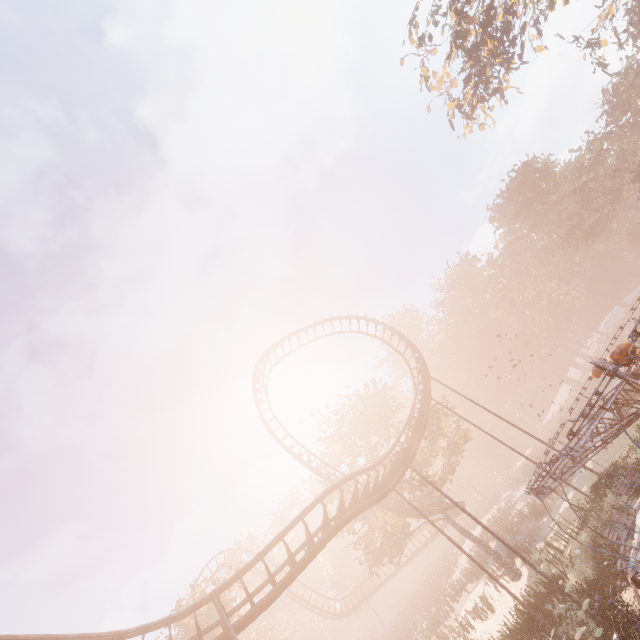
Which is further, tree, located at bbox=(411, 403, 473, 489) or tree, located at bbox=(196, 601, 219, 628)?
tree, located at bbox=(411, 403, 473, 489)

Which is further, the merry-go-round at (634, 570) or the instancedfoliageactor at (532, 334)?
the instancedfoliageactor at (532, 334)

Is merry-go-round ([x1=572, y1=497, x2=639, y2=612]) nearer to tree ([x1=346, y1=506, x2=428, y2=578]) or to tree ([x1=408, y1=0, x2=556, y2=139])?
tree ([x1=346, y1=506, x2=428, y2=578])

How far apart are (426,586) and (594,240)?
57.67m

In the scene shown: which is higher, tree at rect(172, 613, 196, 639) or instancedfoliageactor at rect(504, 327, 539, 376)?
tree at rect(172, 613, 196, 639)

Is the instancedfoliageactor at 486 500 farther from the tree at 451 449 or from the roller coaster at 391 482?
the roller coaster at 391 482

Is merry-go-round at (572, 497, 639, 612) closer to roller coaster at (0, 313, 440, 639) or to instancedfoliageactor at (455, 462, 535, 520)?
roller coaster at (0, 313, 440, 639)

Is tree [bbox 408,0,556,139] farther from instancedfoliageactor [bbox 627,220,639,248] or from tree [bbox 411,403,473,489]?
tree [bbox 411,403,473,489]
